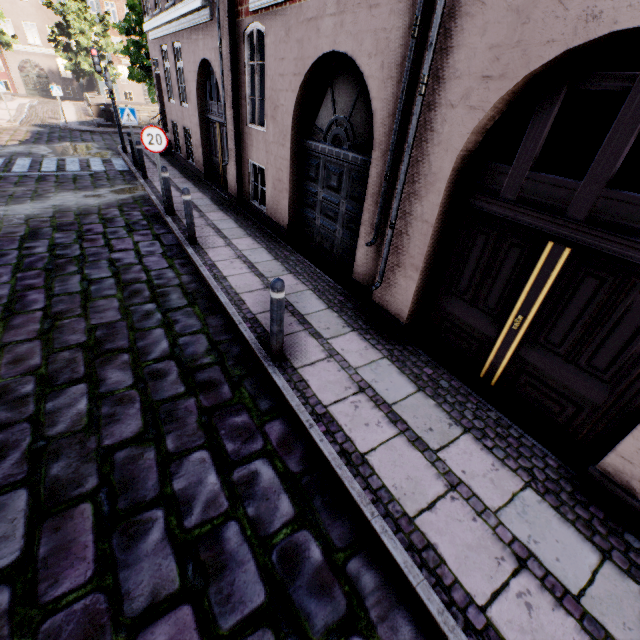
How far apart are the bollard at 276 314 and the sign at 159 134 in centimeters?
592cm

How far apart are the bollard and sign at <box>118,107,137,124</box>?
11.3 meters

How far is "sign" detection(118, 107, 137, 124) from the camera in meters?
10.6 m

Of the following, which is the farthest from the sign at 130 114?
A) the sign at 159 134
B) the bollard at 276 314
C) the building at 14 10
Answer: the bollard at 276 314

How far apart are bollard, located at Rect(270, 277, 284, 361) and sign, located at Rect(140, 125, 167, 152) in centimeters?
592cm

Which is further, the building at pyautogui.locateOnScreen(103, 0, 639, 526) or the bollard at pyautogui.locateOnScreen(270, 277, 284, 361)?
the bollard at pyautogui.locateOnScreen(270, 277, 284, 361)

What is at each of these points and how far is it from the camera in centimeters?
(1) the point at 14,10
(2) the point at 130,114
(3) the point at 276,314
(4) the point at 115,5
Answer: (1) building, 3234cm
(2) sign, 1076cm
(3) bollard, 364cm
(4) building, 3625cm
